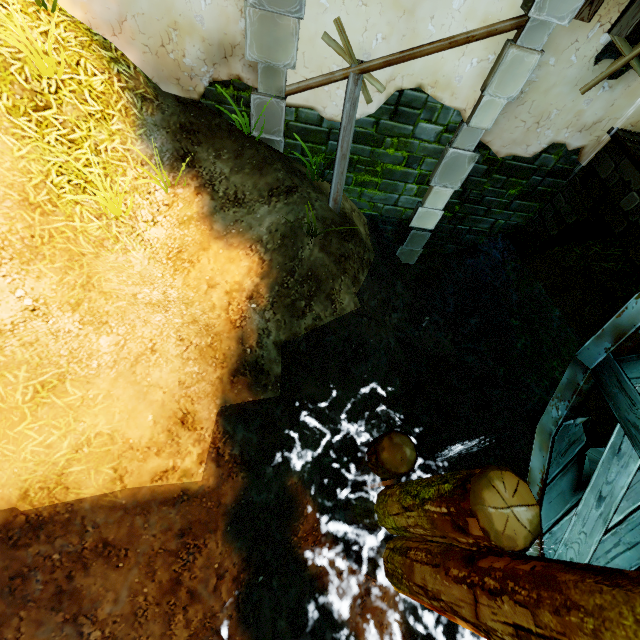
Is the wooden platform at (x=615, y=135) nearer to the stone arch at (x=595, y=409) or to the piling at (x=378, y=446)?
the stone arch at (x=595, y=409)

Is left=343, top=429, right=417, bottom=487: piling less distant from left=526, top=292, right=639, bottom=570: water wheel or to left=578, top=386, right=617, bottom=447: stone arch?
left=526, top=292, right=639, bottom=570: water wheel

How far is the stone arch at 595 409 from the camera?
5.00m

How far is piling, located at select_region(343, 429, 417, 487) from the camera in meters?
3.9

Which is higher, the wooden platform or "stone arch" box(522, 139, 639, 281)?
the wooden platform

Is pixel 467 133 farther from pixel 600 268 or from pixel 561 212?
pixel 600 268

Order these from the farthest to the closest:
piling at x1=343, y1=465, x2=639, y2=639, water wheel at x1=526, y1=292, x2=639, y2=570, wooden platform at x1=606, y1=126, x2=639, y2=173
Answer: wooden platform at x1=606, y1=126, x2=639, y2=173
water wheel at x1=526, y1=292, x2=639, y2=570
piling at x1=343, y1=465, x2=639, y2=639

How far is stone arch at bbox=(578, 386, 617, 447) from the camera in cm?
500
